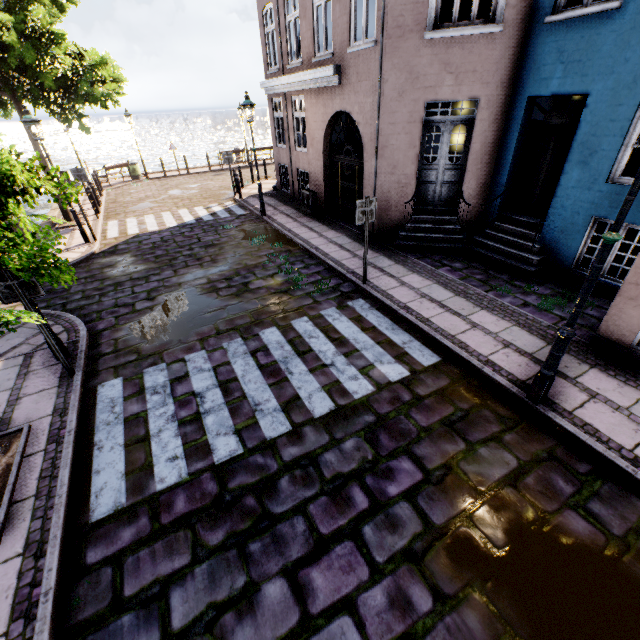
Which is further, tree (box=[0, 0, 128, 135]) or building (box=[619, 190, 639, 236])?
tree (box=[0, 0, 128, 135])

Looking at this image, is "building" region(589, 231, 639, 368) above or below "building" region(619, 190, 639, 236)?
below

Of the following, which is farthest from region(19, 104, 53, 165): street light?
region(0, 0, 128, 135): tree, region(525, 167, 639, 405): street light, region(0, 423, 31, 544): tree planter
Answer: region(525, 167, 639, 405): street light

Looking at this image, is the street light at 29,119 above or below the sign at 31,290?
above

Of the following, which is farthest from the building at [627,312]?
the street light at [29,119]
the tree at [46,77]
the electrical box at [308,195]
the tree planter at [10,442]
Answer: the tree planter at [10,442]

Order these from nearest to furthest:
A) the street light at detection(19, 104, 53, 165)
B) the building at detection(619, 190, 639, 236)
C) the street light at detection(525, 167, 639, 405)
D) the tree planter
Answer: the street light at detection(525, 167, 639, 405)
the tree planter
the building at detection(619, 190, 639, 236)
the street light at detection(19, 104, 53, 165)

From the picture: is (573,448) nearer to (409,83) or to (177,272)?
(409,83)

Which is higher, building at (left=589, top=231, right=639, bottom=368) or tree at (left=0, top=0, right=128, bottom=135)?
tree at (left=0, top=0, right=128, bottom=135)
